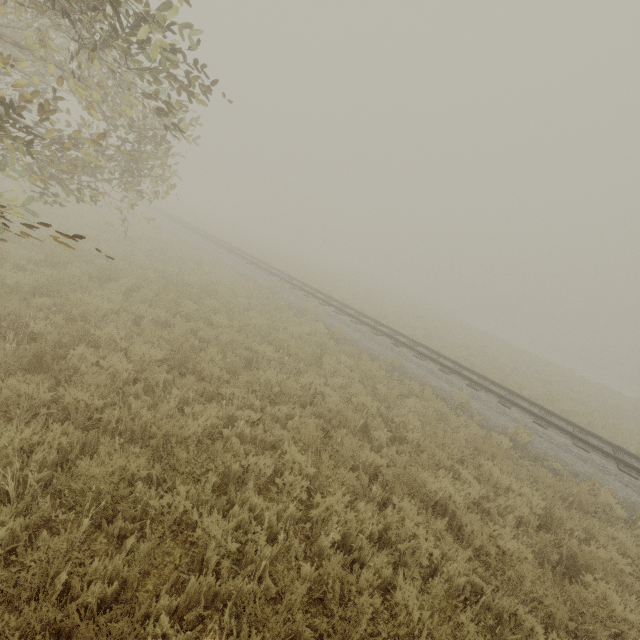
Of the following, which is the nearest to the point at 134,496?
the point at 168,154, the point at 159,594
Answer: the point at 159,594
